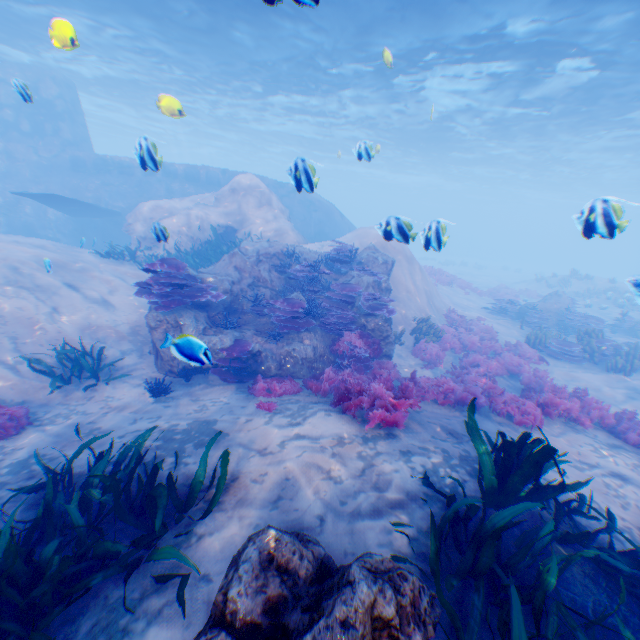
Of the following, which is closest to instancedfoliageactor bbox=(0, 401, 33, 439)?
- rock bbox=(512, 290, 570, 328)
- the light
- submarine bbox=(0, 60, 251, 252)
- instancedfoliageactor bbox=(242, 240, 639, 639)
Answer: instancedfoliageactor bbox=(242, 240, 639, 639)

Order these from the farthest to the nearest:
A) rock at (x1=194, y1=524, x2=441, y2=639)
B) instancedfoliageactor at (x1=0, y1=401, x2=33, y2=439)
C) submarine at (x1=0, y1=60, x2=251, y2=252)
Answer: submarine at (x1=0, y1=60, x2=251, y2=252), instancedfoliageactor at (x1=0, y1=401, x2=33, y2=439), rock at (x1=194, y1=524, x2=441, y2=639)

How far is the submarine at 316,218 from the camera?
23.1m

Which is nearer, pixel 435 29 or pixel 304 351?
pixel 304 351

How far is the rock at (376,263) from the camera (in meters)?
10.78

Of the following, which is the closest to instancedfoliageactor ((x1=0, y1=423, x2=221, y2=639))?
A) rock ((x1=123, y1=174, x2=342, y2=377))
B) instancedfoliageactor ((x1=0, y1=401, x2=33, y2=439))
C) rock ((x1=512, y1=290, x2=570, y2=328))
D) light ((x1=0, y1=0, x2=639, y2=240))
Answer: rock ((x1=123, y1=174, x2=342, y2=377))

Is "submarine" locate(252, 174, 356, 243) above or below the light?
below

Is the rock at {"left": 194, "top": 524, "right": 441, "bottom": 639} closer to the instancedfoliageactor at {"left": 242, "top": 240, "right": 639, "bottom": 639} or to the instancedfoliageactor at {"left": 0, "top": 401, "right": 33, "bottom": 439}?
the instancedfoliageactor at {"left": 242, "top": 240, "right": 639, "bottom": 639}
